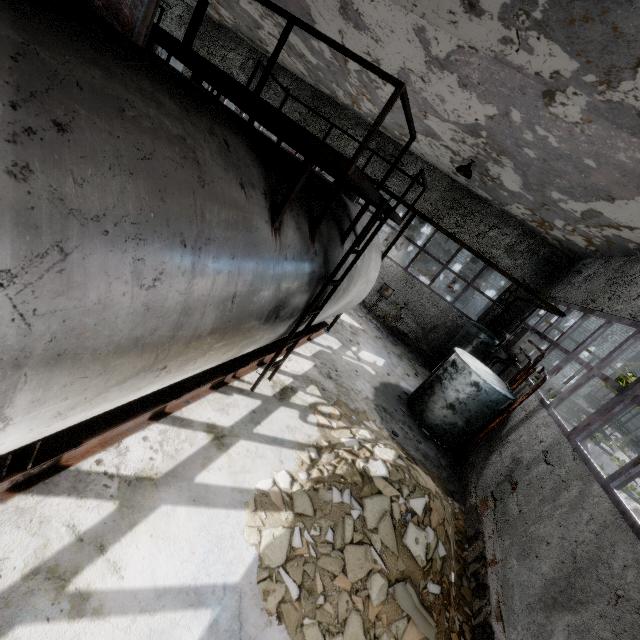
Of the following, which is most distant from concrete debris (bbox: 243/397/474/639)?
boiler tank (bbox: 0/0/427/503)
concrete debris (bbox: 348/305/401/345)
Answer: concrete debris (bbox: 348/305/401/345)

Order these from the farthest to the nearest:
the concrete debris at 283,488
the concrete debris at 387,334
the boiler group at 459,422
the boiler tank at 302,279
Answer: the concrete debris at 387,334 → the boiler group at 459,422 → the concrete debris at 283,488 → the boiler tank at 302,279

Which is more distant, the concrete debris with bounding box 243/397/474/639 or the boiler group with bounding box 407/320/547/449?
the boiler group with bounding box 407/320/547/449

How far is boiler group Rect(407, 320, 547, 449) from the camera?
8.2 meters

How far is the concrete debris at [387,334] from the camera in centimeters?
1404cm

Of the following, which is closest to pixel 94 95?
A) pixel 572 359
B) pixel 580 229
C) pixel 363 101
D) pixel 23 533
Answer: pixel 23 533

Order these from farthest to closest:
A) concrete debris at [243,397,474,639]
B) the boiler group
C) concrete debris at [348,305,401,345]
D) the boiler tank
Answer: concrete debris at [348,305,401,345], the boiler group, concrete debris at [243,397,474,639], the boiler tank
